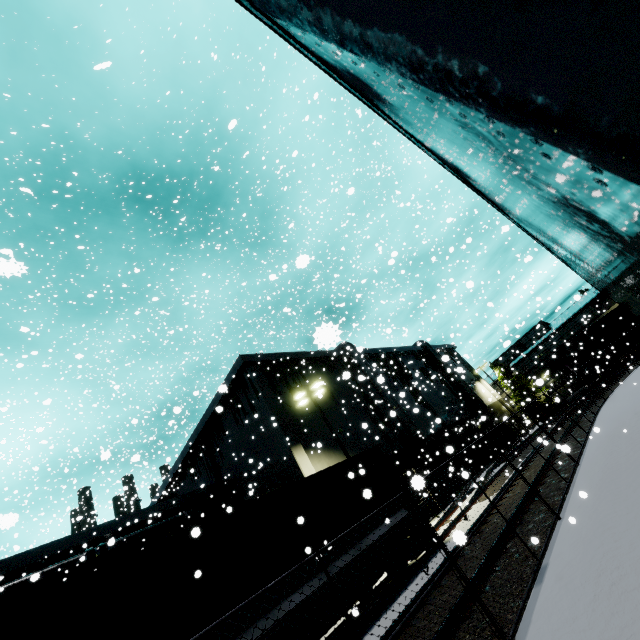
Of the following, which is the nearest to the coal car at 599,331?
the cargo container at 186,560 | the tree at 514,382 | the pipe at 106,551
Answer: the tree at 514,382

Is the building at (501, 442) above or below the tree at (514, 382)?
below

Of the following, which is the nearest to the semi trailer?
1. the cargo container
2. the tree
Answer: the tree

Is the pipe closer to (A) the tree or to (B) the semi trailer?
(B) the semi trailer

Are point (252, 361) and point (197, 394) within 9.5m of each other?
no

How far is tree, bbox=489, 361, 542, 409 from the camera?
44.2 meters

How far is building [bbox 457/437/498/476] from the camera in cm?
3075
